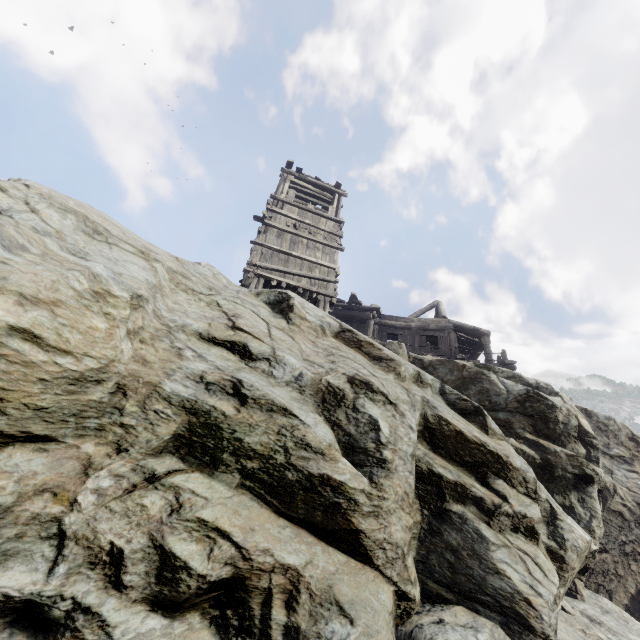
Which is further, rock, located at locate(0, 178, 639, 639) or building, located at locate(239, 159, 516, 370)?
building, located at locate(239, 159, 516, 370)

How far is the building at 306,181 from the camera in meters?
12.9 m

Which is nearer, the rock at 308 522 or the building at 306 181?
the rock at 308 522

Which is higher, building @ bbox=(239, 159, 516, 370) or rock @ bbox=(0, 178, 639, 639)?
building @ bbox=(239, 159, 516, 370)

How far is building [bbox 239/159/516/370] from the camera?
12.9 meters

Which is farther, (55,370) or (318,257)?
(318,257)
